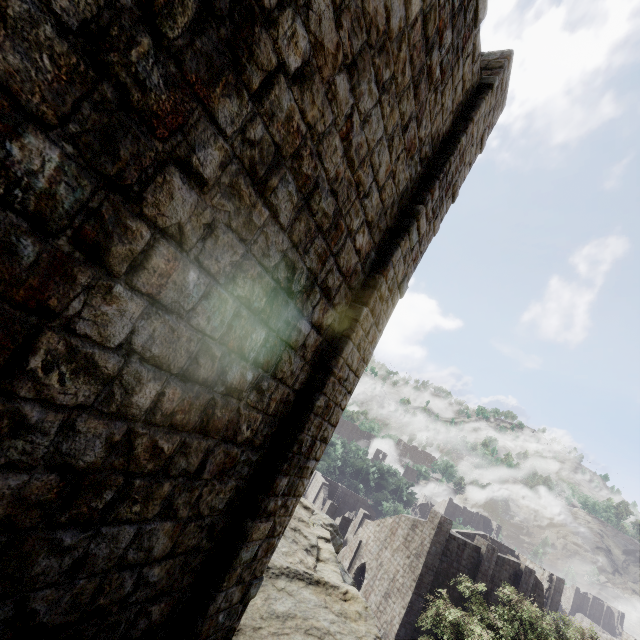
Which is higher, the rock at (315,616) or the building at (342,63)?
the building at (342,63)

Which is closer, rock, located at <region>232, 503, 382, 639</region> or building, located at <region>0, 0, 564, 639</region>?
building, located at <region>0, 0, 564, 639</region>

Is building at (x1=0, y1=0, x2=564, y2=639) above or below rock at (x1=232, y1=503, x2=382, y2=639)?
above

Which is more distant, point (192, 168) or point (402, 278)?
point (402, 278)

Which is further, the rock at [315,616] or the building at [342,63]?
the rock at [315,616]
